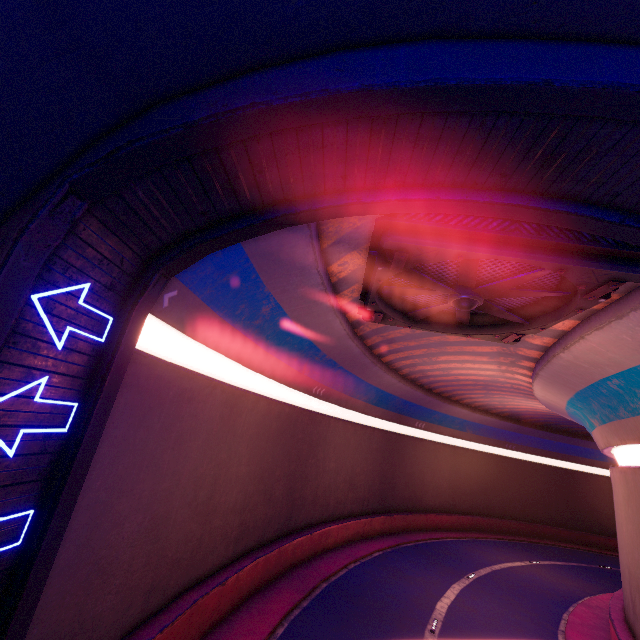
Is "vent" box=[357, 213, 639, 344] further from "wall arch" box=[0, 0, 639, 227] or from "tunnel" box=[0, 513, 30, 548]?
"wall arch" box=[0, 0, 639, 227]

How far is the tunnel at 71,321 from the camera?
4.2 meters

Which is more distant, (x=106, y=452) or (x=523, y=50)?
(x=106, y=452)

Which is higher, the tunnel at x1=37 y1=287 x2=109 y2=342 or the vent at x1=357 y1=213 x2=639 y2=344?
the vent at x1=357 y1=213 x2=639 y2=344

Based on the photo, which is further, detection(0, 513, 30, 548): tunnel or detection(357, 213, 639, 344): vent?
detection(357, 213, 639, 344): vent

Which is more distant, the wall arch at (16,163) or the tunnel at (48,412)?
the tunnel at (48,412)

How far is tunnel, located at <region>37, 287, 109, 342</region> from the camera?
4.2 meters
